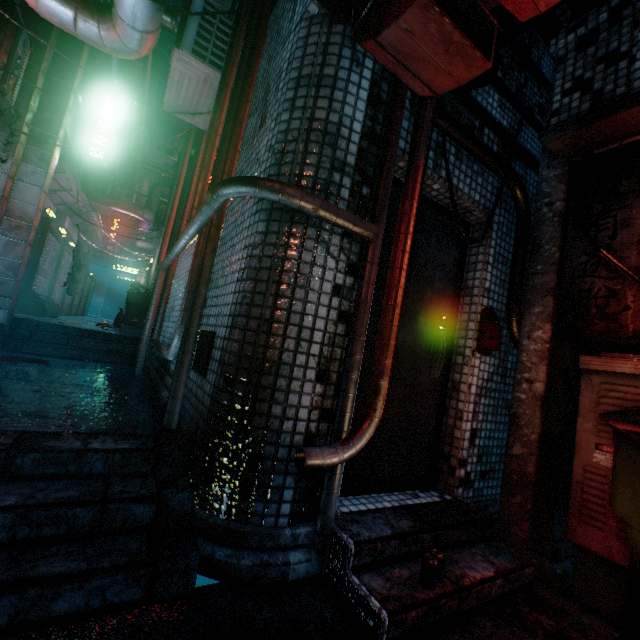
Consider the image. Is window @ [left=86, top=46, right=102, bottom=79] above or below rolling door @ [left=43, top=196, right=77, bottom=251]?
above

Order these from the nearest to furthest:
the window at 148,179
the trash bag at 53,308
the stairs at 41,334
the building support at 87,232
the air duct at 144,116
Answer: the stairs at 41,334
the trash bag at 53,308
the building support at 87,232
the air duct at 144,116
the window at 148,179

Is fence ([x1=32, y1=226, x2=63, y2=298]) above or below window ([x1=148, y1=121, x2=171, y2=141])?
below

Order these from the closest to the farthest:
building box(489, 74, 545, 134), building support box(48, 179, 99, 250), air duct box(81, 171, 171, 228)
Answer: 1. building box(489, 74, 545, 134)
2. air duct box(81, 171, 171, 228)
3. building support box(48, 179, 99, 250)

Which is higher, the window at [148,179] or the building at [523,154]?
the window at [148,179]

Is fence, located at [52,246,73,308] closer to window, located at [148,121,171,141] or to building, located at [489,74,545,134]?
building, located at [489,74,545,134]

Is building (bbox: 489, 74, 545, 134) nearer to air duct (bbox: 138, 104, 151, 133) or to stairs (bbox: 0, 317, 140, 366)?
stairs (bbox: 0, 317, 140, 366)

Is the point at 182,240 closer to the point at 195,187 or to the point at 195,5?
the point at 195,187
